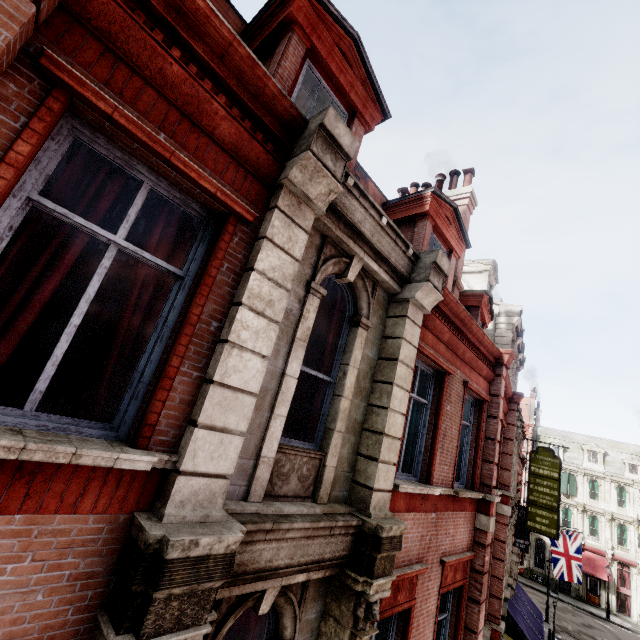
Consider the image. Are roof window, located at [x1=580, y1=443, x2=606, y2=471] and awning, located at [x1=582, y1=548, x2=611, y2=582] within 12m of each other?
yes

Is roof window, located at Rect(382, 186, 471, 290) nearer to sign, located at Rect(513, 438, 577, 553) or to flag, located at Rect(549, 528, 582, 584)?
sign, located at Rect(513, 438, 577, 553)

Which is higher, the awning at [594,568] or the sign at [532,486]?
the sign at [532,486]

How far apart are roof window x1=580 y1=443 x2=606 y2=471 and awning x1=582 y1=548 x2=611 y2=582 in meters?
9.0 m

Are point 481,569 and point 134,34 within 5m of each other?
no

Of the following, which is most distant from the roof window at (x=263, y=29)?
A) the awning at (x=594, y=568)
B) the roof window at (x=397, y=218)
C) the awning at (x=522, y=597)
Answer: the awning at (x=594, y=568)

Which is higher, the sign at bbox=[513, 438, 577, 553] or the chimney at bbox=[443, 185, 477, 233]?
the chimney at bbox=[443, 185, 477, 233]

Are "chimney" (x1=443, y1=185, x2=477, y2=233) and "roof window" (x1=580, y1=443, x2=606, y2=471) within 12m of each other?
no
